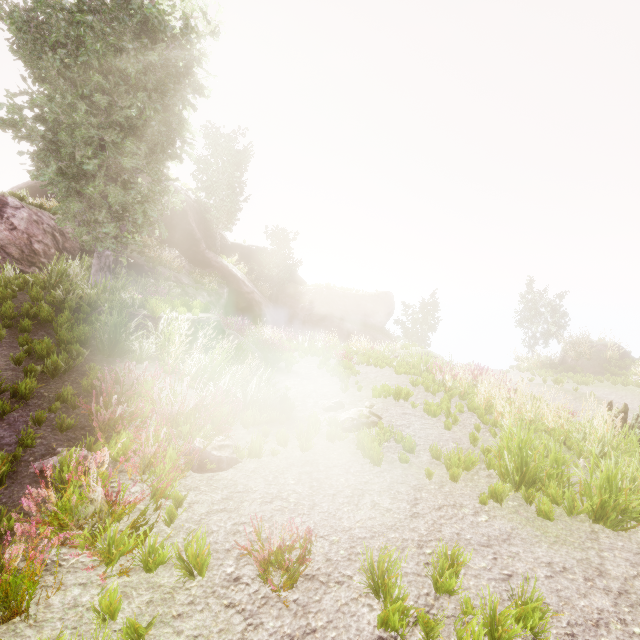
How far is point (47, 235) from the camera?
15.9 meters

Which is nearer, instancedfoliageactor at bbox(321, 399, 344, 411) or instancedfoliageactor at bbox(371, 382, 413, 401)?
instancedfoliageactor at bbox(321, 399, 344, 411)

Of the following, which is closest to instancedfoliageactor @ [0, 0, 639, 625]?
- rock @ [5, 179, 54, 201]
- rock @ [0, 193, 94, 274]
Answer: rock @ [0, 193, 94, 274]

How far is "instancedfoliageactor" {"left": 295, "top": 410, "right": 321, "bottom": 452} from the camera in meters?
5.6

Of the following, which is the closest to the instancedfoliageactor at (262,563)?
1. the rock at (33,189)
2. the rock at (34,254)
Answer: the rock at (34,254)

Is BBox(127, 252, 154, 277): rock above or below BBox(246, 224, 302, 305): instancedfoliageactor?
below

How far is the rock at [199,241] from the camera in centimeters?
2166cm
